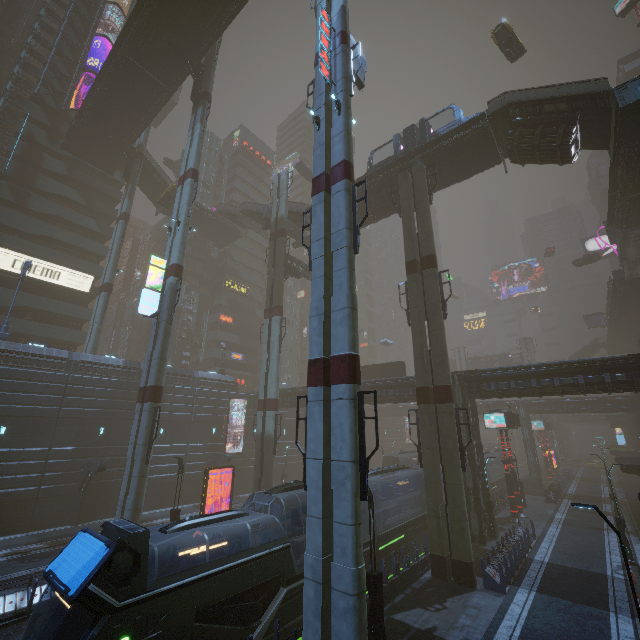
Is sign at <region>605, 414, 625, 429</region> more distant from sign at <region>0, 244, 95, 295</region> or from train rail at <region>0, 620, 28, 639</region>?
sign at <region>0, 244, 95, 295</region>

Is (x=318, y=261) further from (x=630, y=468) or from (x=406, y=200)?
(x=630, y=468)

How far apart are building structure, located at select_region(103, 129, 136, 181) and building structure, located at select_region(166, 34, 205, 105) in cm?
1471

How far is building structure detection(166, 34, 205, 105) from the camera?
29.1m

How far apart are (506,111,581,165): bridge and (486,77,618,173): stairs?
0.0m

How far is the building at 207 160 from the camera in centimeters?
5638cm

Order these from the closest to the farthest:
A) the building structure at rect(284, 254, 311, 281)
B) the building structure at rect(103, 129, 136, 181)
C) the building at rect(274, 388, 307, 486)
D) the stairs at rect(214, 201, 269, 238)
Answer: the building structure at rect(284, 254, 311, 281)
the building at rect(274, 388, 307, 486)
the building structure at rect(103, 129, 136, 181)
the stairs at rect(214, 201, 269, 238)
